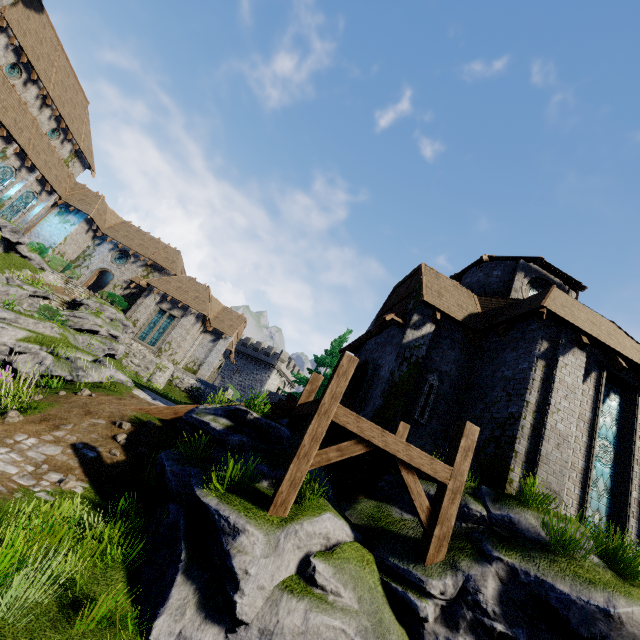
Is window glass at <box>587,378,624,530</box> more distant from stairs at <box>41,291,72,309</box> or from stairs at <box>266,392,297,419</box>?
stairs at <box>41,291,72,309</box>

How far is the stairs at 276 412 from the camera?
11.68m

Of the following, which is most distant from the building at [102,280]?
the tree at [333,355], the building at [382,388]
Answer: the building at [382,388]

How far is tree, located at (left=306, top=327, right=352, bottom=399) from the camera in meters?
25.5 m

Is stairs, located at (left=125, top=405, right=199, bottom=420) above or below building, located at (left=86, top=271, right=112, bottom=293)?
below

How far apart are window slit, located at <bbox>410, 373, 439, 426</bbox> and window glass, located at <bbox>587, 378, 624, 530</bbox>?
4.52m

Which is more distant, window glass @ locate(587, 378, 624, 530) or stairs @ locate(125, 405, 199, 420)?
stairs @ locate(125, 405, 199, 420)

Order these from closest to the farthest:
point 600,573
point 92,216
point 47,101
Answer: point 600,573 → point 47,101 → point 92,216
